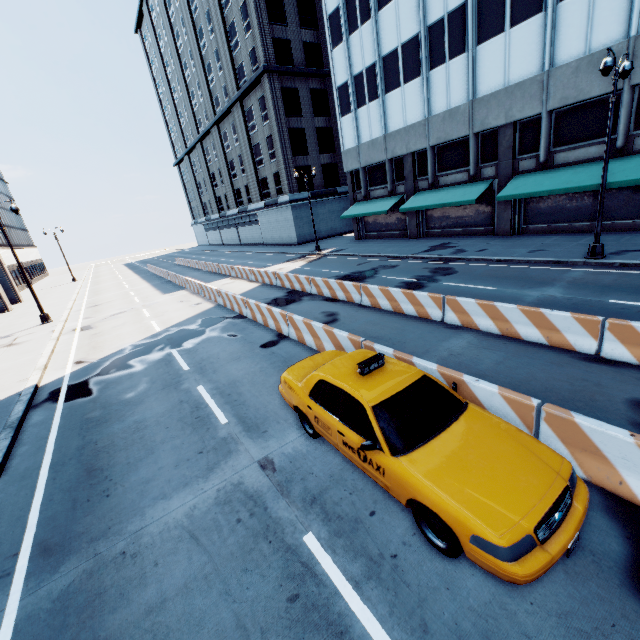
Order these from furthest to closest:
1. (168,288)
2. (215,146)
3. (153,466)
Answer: (215,146)
(168,288)
(153,466)

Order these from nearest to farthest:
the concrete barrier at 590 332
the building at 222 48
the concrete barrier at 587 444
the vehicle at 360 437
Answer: the vehicle at 360 437
the concrete barrier at 587 444
the concrete barrier at 590 332
the building at 222 48

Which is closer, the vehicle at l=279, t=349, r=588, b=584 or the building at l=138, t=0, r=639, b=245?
the vehicle at l=279, t=349, r=588, b=584

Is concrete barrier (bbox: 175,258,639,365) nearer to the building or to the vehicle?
the vehicle

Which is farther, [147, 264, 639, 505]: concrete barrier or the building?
the building

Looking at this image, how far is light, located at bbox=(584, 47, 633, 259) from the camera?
11.2m

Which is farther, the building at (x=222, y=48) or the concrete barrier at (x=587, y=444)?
the building at (x=222, y=48)

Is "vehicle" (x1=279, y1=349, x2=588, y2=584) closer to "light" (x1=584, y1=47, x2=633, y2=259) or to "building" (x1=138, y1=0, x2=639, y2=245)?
"light" (x1=584, y1=47, x2=633, y2=259)
